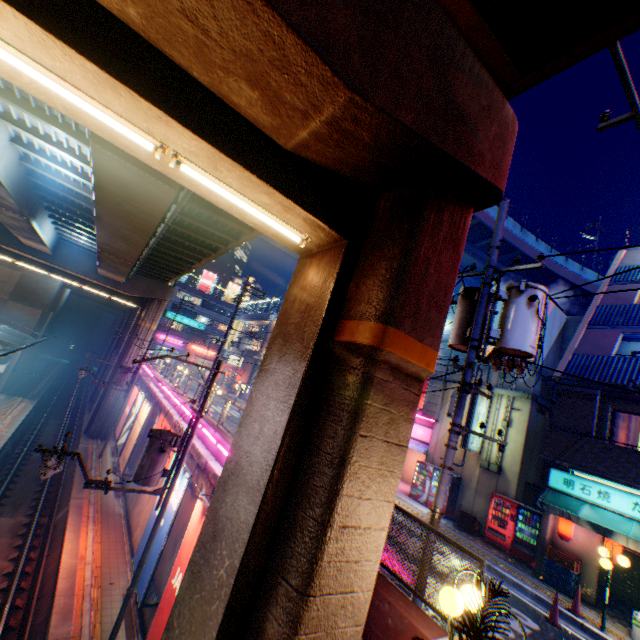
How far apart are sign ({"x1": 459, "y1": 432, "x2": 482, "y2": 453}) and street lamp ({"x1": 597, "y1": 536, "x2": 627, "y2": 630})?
6.0m

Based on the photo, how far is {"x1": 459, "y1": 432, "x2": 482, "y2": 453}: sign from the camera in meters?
16.2

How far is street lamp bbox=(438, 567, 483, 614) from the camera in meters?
3.8 m

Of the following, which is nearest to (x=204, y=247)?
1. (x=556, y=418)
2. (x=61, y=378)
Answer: (x=556, y=418)

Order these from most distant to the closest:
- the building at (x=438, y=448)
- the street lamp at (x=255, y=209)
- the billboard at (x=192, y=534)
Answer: the building at (x=438, y=448), the billboard at (x=192, y=534), the street lamp at (x=255, y=209)

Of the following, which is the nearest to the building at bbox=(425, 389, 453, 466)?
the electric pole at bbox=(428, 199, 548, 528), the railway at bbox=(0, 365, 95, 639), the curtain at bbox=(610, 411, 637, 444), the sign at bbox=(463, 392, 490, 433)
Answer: the sign at bbox=(463, 392, 490, 433)

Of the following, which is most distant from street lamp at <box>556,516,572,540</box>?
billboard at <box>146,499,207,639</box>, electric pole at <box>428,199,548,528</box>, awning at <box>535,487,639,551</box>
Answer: billboard at <box>146,499,207,639</box>

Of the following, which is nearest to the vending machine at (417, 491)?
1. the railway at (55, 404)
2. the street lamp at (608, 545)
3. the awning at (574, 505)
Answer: the awning at (574, 505)
